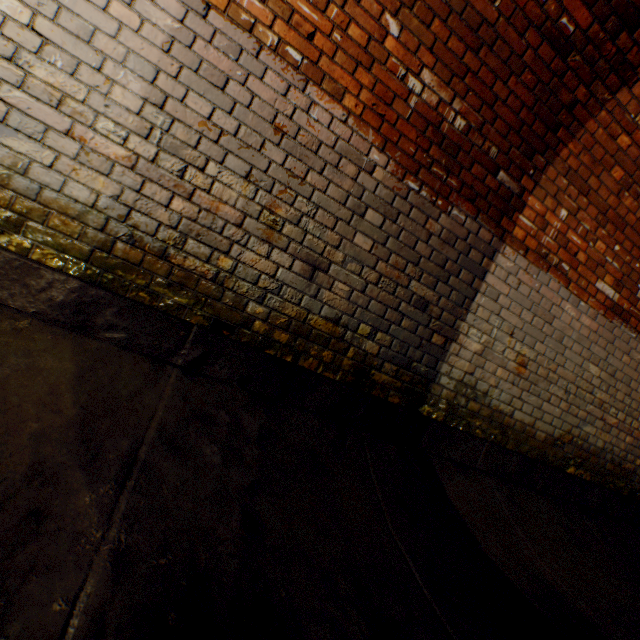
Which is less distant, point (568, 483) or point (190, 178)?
point (190, 178)
